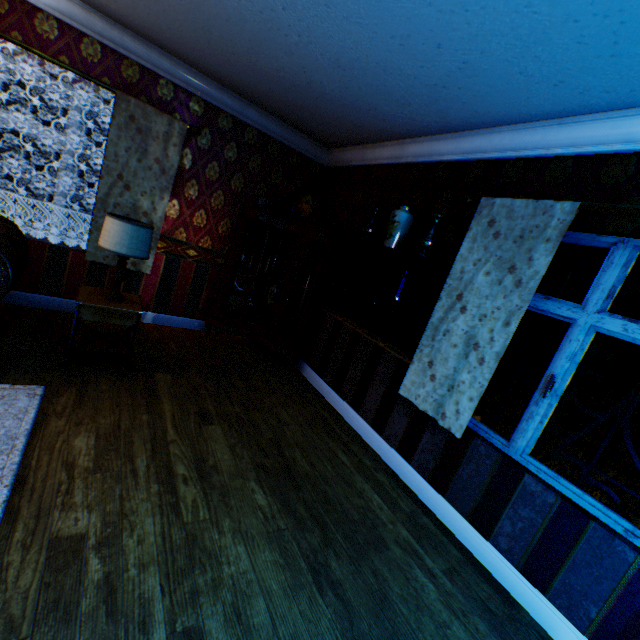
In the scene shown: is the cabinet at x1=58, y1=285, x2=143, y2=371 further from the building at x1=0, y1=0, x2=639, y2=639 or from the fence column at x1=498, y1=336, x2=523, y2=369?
the fence column at x1=498, y1=336, x2=523, y2=369

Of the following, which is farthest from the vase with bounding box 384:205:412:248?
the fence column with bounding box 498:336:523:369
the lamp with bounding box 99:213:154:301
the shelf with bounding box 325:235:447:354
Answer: the fence column with bounding box 498:336:523:369

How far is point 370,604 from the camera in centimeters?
180cm

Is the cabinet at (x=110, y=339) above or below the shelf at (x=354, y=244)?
below

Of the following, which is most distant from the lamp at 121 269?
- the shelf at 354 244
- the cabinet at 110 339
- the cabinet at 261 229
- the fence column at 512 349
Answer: the fence column at 512 349

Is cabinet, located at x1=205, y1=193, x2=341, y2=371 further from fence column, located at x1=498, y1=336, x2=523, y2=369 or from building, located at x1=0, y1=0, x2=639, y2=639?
fence column, located at x1=498, y1=336, x2=523, y2=369

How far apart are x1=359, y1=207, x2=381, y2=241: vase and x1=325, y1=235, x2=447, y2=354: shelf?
0.2m

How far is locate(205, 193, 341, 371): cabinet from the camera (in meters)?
4.36
